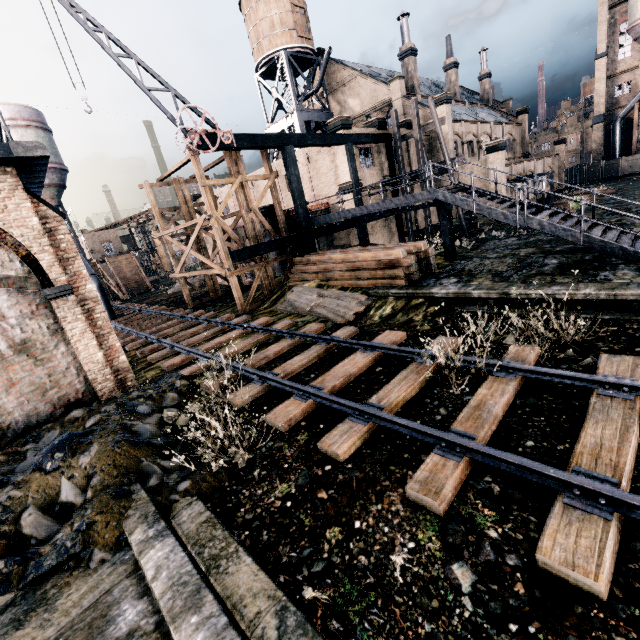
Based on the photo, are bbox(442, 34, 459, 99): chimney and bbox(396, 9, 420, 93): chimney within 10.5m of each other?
yes

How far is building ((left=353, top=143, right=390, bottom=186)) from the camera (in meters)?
25.95

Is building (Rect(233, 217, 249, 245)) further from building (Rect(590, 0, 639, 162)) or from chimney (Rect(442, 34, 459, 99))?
building (Rect(590, 0, 639, 162))

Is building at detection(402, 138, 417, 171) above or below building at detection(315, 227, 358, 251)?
above

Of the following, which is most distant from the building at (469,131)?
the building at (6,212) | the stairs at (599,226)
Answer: the building at (6,212)

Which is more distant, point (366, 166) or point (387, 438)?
point (366, 166)

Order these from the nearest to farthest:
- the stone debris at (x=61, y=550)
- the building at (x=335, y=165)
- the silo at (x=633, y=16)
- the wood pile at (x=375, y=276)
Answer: the stone debris at (x=61, y=550) → the wood pile at (x=375, y=276) → the building at (x=335, y=165) → the silo at (x=633, y=16)
